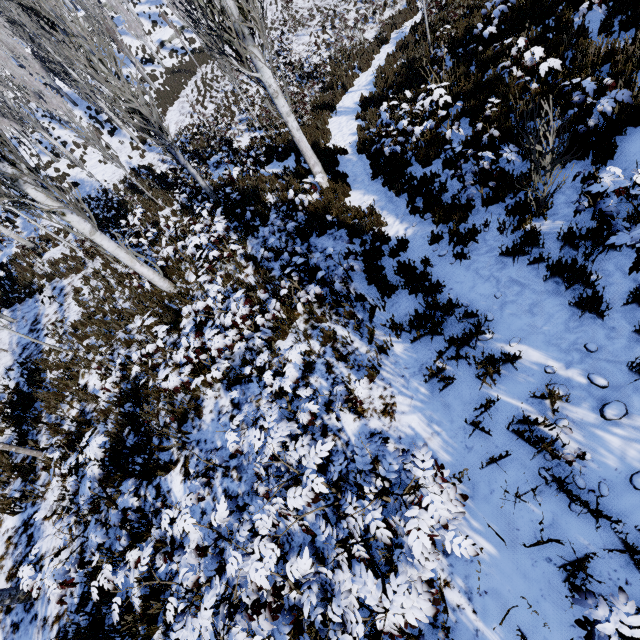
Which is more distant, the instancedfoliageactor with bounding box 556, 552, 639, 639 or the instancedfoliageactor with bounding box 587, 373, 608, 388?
the instancedfoliageactor with bounding box 587, 373, 608, 388

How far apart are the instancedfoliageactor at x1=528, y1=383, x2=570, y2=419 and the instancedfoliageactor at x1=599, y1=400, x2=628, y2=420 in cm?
33

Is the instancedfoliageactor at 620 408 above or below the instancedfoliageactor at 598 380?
above

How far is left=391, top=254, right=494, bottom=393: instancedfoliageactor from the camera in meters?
4.3 m

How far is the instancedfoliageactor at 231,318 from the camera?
4.9 meters

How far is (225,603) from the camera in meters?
2.7

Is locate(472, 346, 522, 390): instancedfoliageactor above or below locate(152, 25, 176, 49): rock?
below

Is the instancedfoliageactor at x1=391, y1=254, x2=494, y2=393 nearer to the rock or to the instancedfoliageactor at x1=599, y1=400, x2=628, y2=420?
the rock
